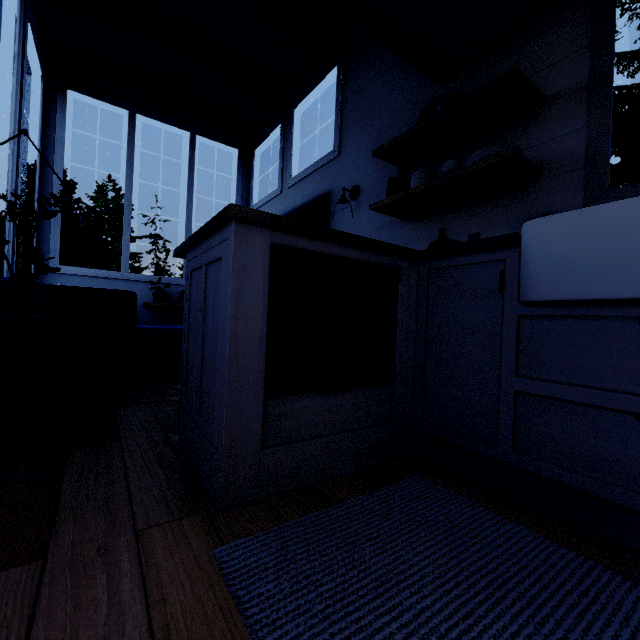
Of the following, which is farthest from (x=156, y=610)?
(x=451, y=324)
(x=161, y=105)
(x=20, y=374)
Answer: (x=161, y=105)
